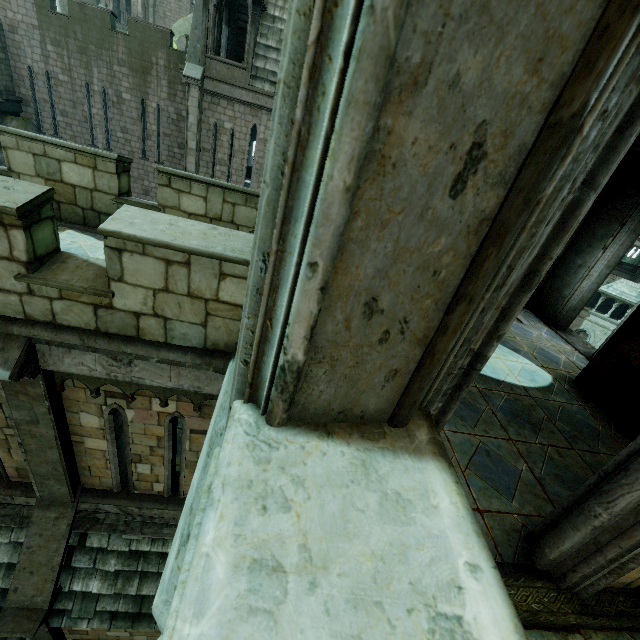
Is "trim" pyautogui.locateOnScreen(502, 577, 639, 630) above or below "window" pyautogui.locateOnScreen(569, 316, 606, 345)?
above

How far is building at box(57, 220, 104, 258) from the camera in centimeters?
594cm

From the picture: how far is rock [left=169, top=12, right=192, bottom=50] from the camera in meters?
36.7

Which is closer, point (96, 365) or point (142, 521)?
point (96, 365)

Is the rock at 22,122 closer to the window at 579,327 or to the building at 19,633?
the building at 19,633

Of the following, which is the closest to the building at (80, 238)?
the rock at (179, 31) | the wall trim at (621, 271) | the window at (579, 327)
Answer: the rock at (179, 31)

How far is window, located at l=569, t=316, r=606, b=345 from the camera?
A: 36.7m

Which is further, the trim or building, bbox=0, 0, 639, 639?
the trim
